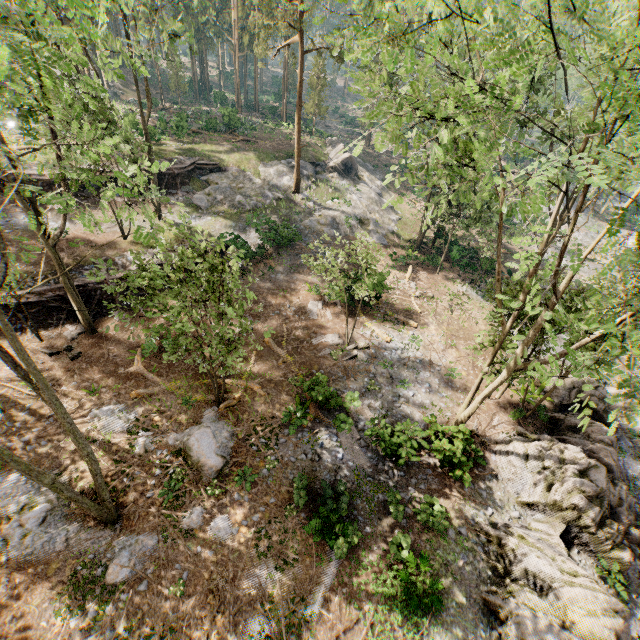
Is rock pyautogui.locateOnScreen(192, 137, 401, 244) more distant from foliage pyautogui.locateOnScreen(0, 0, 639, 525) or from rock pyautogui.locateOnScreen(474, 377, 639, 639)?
rock pyautogui.locateOnScreen(474, 377, 639, 639)

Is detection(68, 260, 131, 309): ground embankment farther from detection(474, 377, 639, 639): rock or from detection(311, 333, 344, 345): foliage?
detection(474, 377, 639, 639): rock

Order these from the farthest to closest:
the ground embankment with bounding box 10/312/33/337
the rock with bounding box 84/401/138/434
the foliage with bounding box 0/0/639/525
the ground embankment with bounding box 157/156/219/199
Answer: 1. the ground embankment with bounding box 157/156/219/199
2. the ground embankment with bounding box 10/312/33/337
3. the rock with bounding box 84/401/138/434
4. the foliage with bounding box 0/0/639/525

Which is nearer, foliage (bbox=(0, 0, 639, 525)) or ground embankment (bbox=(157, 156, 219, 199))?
foliage (bbox=(0, 0, 639, 525))

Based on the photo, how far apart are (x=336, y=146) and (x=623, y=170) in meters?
32.3 m

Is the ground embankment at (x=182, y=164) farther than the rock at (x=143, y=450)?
Yes

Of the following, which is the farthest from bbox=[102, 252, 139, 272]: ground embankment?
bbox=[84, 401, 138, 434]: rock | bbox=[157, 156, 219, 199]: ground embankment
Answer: bbox=[84, 401, 138, 434]: rock

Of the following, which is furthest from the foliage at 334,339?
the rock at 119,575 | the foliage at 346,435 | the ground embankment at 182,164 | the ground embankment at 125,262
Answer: the ground embankment at 182,164
